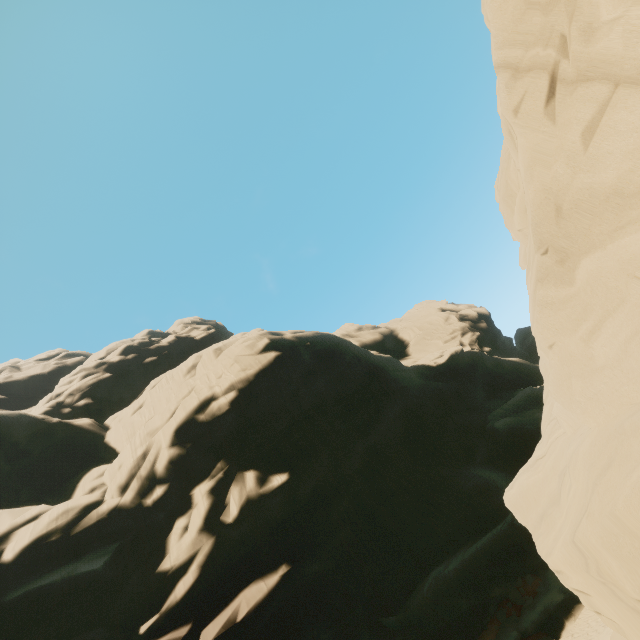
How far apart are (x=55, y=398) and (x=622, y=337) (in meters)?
57.51
